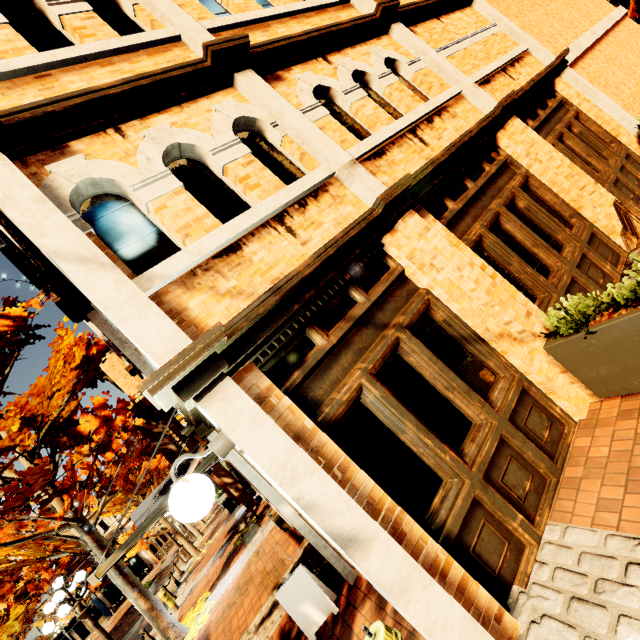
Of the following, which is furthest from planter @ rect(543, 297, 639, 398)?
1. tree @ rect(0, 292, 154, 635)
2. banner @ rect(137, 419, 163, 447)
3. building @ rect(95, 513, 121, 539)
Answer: building @ rect(95, 513, 121, 539)

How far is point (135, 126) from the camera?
3.5 meters

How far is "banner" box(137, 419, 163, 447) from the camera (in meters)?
15.71

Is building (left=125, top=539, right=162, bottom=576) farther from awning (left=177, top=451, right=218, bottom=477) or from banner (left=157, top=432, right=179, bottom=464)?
awning (left=177, top=451, right=218, bottom=477)

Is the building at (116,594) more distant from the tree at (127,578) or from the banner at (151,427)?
the banner at (151,427)

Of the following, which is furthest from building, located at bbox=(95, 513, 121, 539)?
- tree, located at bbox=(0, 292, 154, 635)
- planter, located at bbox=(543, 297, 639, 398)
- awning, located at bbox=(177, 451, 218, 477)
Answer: planter, located at bbox=(543, 297, 639, 398)

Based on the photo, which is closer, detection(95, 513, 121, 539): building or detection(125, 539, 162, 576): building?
detection(125, 539, 162, 576): building

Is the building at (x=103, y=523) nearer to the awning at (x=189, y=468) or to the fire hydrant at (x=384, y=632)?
the awning at (x=189, y=468)
